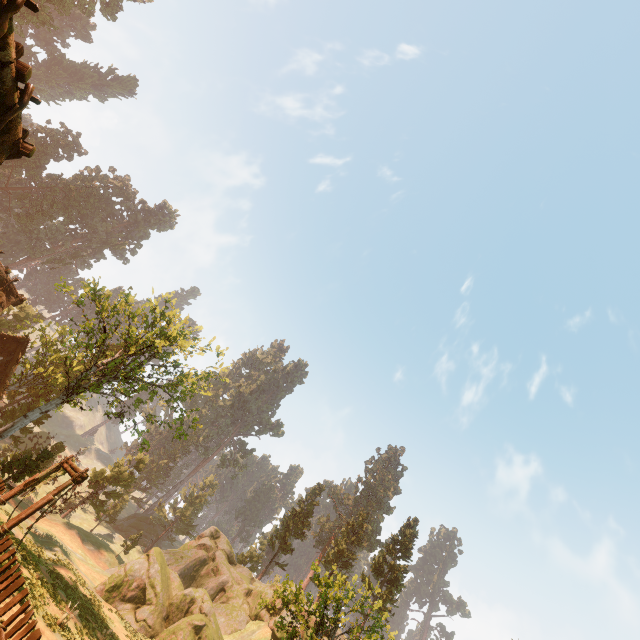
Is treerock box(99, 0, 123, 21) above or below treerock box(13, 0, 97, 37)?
above

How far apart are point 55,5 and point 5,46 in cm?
7710

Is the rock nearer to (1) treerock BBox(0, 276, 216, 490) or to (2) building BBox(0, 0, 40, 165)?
(1) treerock BBox(0, 276, 216, 490)

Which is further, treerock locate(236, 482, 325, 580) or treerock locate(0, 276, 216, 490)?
treerock locate(236, 482, 325, 580)

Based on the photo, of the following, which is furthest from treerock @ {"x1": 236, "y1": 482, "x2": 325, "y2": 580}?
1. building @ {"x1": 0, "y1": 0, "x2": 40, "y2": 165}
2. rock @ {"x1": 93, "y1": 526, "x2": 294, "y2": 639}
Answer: rock @ {"x1": 93, "y1": 526, "x2": 294, "y2": 639}

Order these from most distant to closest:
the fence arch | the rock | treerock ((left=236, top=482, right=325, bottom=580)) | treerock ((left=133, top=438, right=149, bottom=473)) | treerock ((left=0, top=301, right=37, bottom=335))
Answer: treerock ((left=236, top=482, right=325, bottom=580)) → treerock ((left=0, top=301, right=37, bottom=335)) → the rock → treerock ((left=133, top=438, right=149, bottom=473)) → the fence arch

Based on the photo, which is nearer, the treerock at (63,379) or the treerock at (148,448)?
the treerock at (63,379)

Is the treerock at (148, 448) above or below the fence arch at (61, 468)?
above
